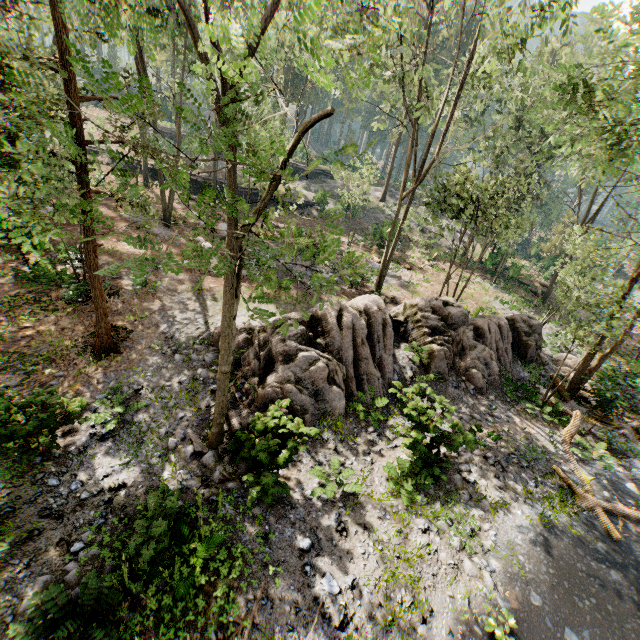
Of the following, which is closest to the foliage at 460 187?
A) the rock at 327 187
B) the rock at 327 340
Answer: the rock at 327 187

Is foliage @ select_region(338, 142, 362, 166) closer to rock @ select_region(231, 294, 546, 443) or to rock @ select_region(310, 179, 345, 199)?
rock @ select_region(310, 179, 345, 199)

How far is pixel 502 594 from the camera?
7.9 meters

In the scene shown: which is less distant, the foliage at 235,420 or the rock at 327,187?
the foliage at 235,420

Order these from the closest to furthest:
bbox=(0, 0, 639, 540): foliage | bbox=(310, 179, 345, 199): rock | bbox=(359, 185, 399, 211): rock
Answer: bbox=(0, 0, 639, 540): foliage
bbox=(310, 179, 345, 199): rock
bbox=(359, 185, 399, 211): rock

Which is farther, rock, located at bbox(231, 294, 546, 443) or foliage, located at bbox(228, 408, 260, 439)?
rock, located at bbox(231, 294, 546, 443)

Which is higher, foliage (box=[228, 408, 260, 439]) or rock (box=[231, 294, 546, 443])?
rock (box=[231, 294, 546, 443])

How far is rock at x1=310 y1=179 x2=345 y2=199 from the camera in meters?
36.5 m
